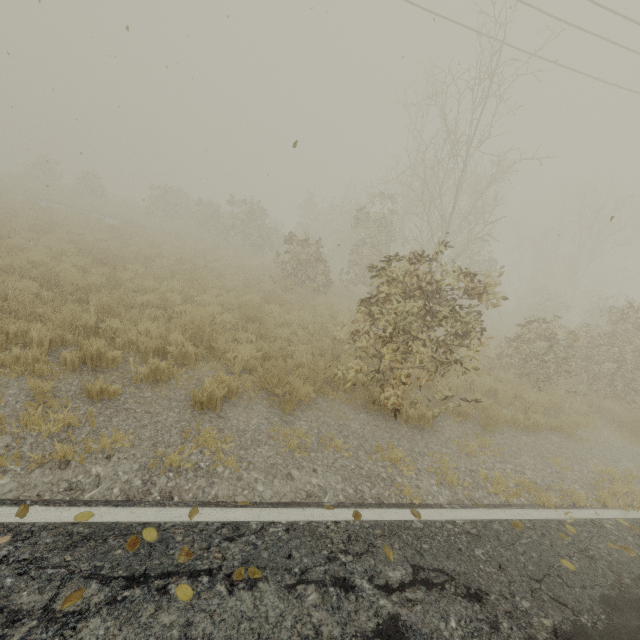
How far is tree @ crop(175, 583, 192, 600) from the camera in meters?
2.4

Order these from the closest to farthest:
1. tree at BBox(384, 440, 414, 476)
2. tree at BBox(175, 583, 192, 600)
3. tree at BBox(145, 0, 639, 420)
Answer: tree at BBox(175, 583, 192, 600), tree at BBox(384, 440, 414, 476), tree at BBox(145, 0, 639, 420)

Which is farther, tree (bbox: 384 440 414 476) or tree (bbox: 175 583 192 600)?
tree (bbox: 384 440 414 476)

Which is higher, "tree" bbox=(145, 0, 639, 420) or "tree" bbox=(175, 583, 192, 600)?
"tree" bbox=(145, 0, 639, 420)

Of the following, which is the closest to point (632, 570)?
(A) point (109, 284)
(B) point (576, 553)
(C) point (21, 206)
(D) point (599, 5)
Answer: (B) point (576, 553)

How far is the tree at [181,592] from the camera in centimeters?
242cm

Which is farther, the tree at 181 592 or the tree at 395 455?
the tree at 395 455

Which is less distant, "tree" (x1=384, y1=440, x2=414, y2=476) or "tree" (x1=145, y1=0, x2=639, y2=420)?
"tree" (x1=384, y1=440, x2=414, y2=476)
